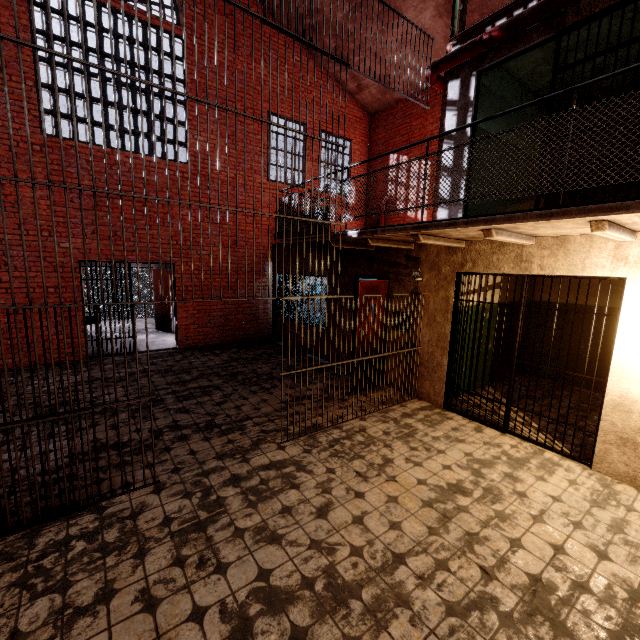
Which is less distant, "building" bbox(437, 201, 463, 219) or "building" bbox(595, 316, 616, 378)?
"building" bbox(437, 201, 463, 219)

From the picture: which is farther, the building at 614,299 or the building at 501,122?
the building at 614,299

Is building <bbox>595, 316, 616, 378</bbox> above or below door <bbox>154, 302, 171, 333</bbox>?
above

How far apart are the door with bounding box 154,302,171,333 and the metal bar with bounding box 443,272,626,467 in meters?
9.1 m

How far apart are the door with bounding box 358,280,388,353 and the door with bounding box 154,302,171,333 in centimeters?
750cm

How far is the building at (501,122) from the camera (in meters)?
5.42

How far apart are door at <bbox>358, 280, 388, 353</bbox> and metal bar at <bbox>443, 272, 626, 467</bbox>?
1.4m

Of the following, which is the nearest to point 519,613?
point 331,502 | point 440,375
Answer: point 331,502
